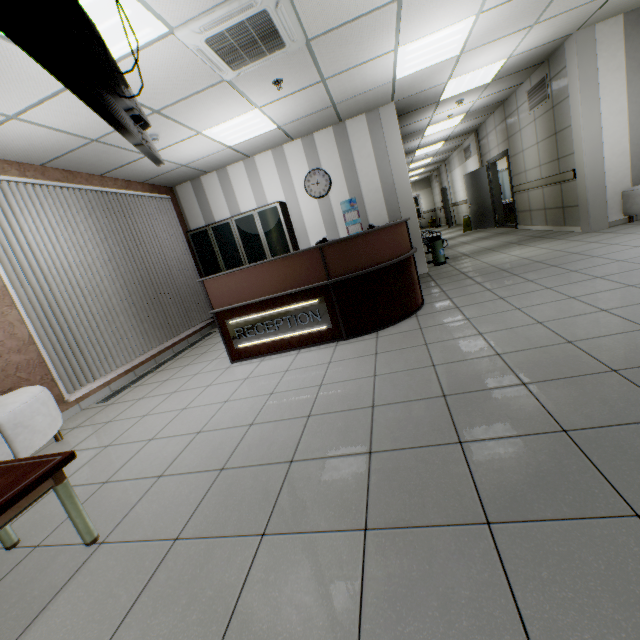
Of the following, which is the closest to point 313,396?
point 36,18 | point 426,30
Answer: point 36,18

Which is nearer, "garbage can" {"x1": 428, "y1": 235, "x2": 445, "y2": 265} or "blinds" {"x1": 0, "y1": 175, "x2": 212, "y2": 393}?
"blinds" {"x1": 0, "y1": 175, "x2": 212, "y2": 393}

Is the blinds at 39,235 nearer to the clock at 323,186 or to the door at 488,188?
the clock at 323,186

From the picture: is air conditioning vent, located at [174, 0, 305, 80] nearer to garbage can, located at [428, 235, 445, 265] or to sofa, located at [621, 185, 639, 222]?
garbage can, located at [428, 235, 445, 265]

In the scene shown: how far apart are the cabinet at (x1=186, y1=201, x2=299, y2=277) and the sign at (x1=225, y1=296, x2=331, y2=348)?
2.8 meters

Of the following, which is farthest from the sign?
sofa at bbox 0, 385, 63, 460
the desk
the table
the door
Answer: the door

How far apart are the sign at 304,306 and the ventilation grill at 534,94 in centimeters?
663cm

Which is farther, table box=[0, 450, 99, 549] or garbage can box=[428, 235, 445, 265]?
garbage can box=[428, 235, 445, 265]
